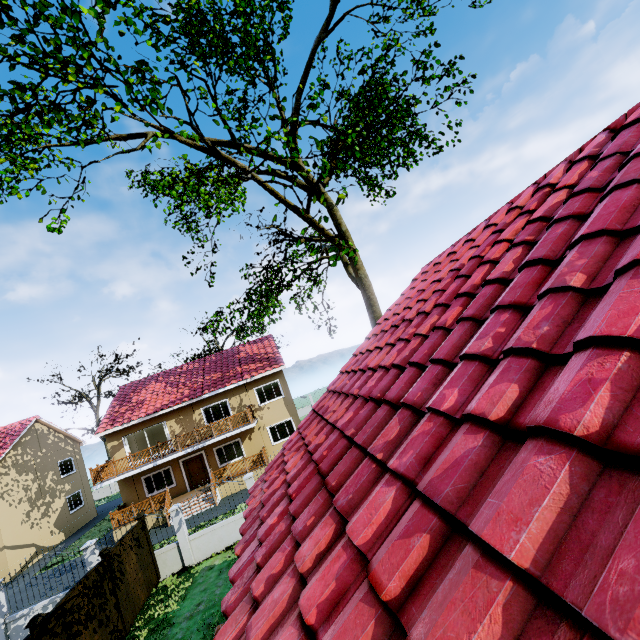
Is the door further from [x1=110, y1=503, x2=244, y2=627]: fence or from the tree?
the tree

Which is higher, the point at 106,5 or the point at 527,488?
the point at 106,5

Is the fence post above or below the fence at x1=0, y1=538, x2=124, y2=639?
above

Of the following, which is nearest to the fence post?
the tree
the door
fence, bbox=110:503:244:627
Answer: fence, bbox=110:503:244:627

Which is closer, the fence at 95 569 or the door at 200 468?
the fence at 95 569

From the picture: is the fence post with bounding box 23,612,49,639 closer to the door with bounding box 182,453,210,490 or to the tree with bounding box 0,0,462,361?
the tree with bounding box 0,0,462,361

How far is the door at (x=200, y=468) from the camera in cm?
2253

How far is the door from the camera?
22.53m
